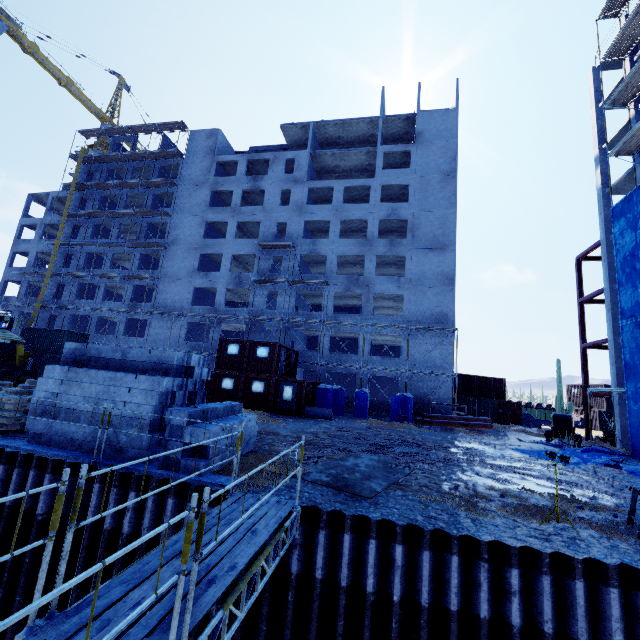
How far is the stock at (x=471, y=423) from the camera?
24.12m

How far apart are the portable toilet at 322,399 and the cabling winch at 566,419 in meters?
14.4

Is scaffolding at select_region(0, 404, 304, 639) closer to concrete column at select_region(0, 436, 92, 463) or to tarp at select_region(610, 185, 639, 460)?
concrete column at select_region(0, 436, 92, 463)

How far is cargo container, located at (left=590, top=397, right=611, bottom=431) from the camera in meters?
31.7 m

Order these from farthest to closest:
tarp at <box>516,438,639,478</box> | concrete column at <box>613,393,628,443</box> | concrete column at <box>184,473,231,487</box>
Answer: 1. concrete column at <box>613,393,628,443</box>
2. tarp at <box>516,438,639,478</box>
3. concrete column at <box>184,473,231,487</box>

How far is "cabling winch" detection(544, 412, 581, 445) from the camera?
21.42m

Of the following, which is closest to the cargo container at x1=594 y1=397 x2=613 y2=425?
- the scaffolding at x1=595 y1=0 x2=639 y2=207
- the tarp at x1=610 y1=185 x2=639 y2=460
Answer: the tarp at x1=610 y1=185 x2=639 y2=460

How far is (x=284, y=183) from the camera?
36.5 meters
